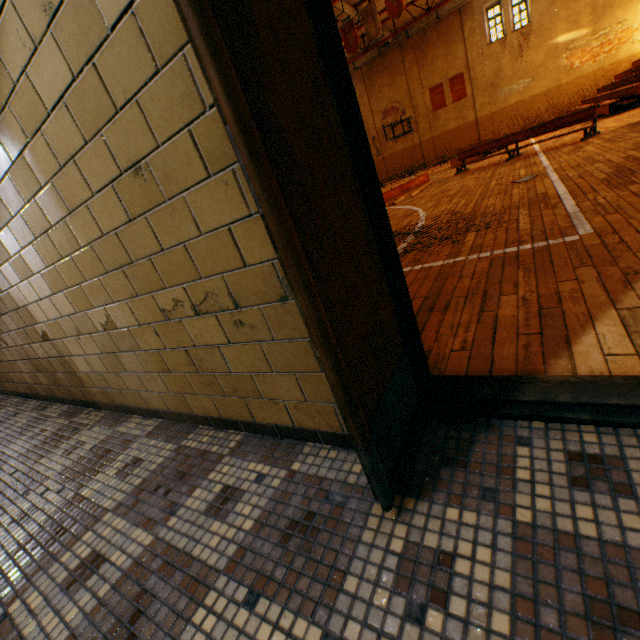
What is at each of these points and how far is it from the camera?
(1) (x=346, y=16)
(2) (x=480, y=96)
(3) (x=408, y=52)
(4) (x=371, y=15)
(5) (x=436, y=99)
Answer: (1) vent duct, 15.9m
(2) wall pilaster, 22.1m
(3) wall pilaster, 22.8m
(4) banner, 13.4m
(5) banner, 23.4m

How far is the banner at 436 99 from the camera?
23.0m

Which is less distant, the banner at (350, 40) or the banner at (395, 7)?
the banner at (395, 7)

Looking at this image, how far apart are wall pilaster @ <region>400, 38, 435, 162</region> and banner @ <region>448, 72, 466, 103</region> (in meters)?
1.75

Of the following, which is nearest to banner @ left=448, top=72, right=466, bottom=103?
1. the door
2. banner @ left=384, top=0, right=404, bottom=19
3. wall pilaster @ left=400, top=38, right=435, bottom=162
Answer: wall pilaster @ left=400, top=38, right=435, bottom=162

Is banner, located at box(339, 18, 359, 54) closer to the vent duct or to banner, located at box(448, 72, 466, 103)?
the vent duct

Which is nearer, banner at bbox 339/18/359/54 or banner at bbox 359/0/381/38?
banner at bbox 359/0/381/38

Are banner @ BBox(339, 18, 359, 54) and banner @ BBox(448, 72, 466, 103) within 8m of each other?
no
